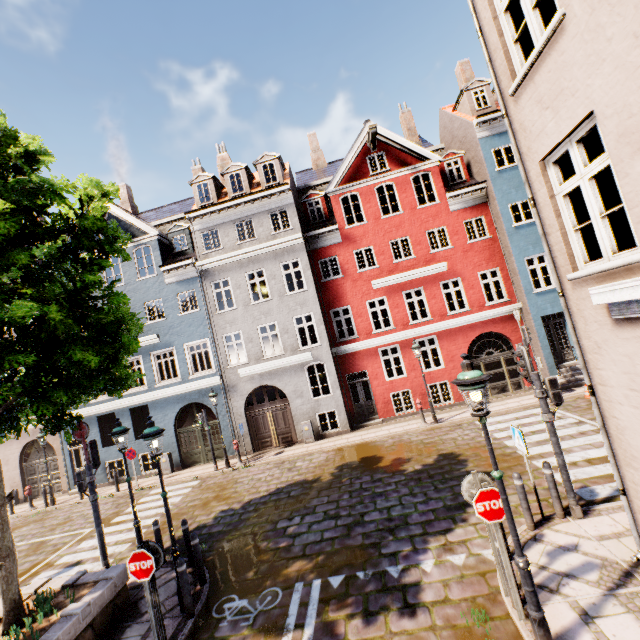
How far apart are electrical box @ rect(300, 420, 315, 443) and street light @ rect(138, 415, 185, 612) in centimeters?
970cm

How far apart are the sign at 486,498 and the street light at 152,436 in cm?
591

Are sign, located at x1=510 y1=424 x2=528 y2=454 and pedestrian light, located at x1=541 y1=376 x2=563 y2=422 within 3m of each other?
yes

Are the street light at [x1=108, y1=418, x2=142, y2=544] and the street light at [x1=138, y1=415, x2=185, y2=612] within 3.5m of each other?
yes

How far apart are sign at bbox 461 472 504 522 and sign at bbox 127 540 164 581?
5.4m

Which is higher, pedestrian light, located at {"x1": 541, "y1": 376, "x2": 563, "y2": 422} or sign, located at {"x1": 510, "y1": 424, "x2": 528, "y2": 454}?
pedestrian light, located at {"x1": 541, "y1": 376, "x2": 563, "y2": 422}

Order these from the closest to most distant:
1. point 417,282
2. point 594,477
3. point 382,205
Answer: point 594,477
point 417,282
point 382,205

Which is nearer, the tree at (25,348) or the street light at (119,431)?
the tree at (25,348)
